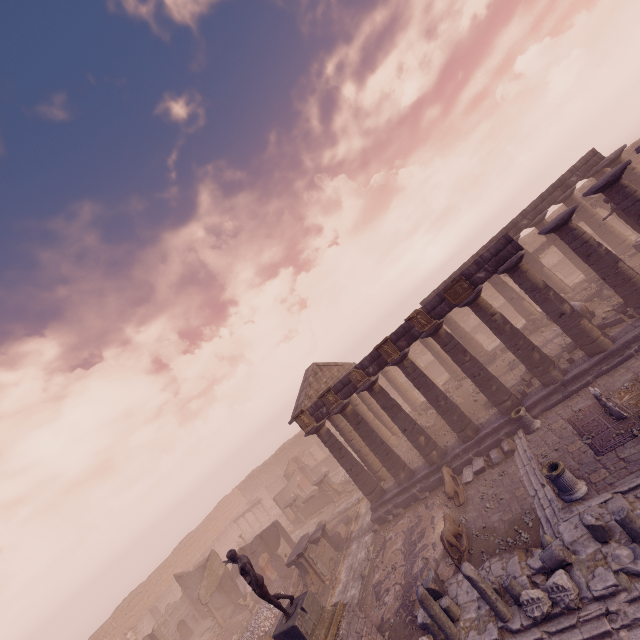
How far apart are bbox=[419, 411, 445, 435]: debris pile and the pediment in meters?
6.9

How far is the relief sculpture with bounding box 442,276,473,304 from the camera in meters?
14.9 m

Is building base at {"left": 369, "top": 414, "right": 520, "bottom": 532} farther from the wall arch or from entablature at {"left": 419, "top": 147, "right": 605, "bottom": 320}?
the wall arch

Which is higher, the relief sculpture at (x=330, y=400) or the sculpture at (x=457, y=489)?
the relief sculpture at (x=330, y=400)

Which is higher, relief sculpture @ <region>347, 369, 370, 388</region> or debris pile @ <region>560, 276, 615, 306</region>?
relief sculpture @ <region>347, 369, 370, 388</region>

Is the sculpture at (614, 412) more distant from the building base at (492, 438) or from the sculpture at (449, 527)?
the sculpture at (449, 527)

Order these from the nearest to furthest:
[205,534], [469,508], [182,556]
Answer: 1. [469,508]
2. [182,556]
3. [205,534]

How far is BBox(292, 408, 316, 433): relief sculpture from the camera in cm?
1869
